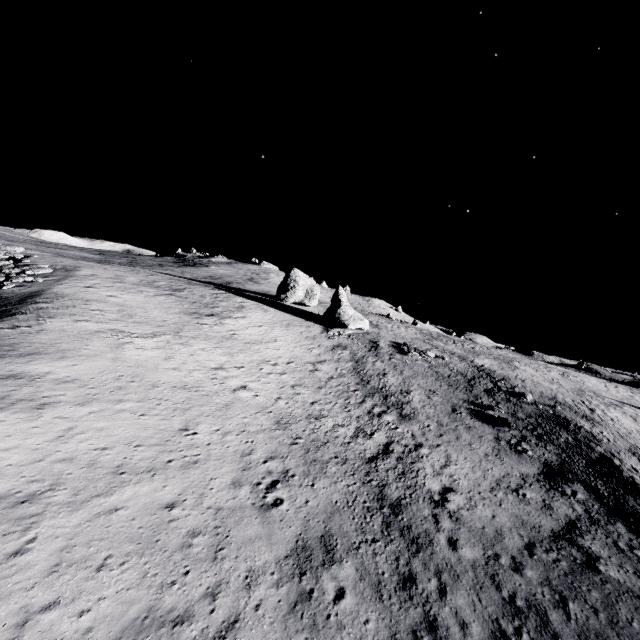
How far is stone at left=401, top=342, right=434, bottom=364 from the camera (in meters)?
41.69

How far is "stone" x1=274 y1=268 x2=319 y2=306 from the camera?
56.1m

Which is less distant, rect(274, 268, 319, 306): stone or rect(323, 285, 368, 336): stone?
rect(323, 285, 368, 336): stone

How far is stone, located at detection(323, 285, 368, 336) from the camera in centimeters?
4538cm

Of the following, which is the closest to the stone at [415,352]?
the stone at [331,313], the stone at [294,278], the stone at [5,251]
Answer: the stone at [331,313]

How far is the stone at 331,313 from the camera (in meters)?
45.38

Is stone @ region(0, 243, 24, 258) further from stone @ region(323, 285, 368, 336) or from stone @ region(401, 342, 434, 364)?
stone @ region(401, 342, 434, 364)

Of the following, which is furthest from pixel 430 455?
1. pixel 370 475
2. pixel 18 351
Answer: pixel 18 351
